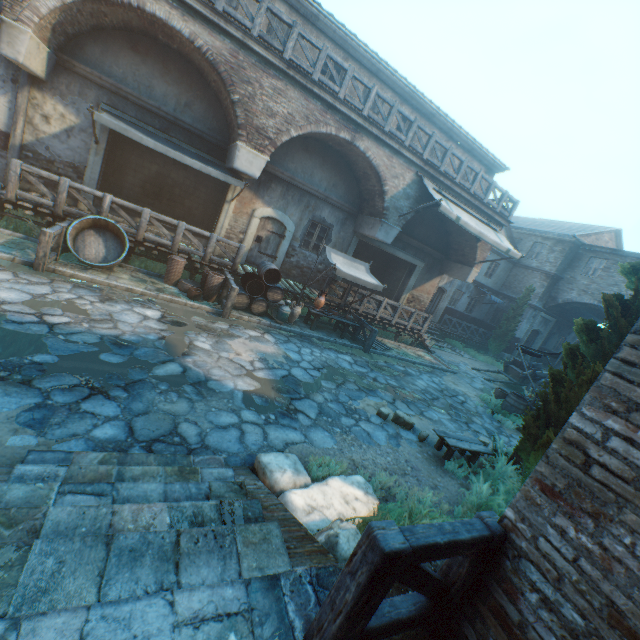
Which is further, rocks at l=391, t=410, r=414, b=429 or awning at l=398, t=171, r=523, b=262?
awning at l=398, t=171, r=523, b=262

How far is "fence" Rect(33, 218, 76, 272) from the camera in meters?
7.2

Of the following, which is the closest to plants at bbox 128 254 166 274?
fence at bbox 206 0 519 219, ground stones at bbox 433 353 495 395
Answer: fence at bbox 206 0 519 219

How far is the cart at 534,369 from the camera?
16.72m

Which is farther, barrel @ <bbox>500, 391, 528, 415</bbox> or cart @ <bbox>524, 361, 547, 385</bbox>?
cart @ <bbox>524, 361, 547, 385</bbox>

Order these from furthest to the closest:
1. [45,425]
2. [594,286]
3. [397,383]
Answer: [594,286], [397,383], [45,425]

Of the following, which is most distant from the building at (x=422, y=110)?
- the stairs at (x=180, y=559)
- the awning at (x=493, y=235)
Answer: the stairs at (x=180, y=559)

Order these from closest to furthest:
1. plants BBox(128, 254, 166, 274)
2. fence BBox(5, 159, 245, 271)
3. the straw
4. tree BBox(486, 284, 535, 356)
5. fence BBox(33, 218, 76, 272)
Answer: the straw, fence BBox(33, 218, 76, 272), fence BBox(5, 159, 245, 271), plants BBox(128, 254, 166, 274), tree BBox(486, 284, 535, 356)
